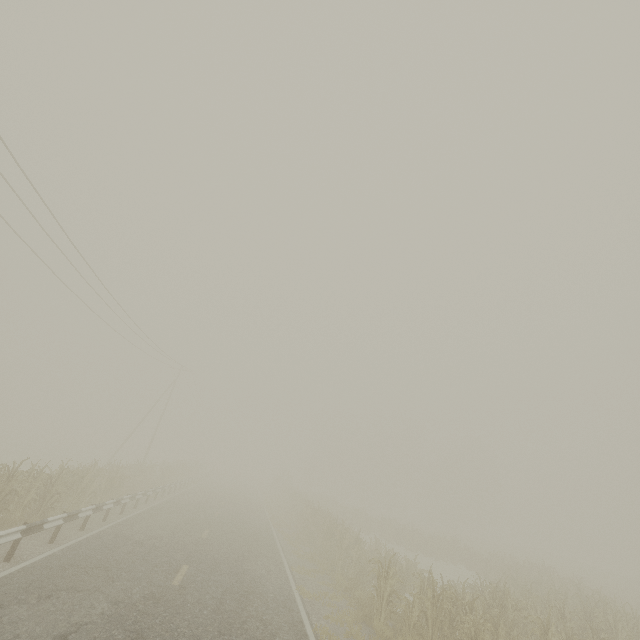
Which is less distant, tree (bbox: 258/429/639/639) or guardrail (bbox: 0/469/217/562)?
guardrail (bbox: 0/469/217/562)

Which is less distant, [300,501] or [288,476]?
[300,501]

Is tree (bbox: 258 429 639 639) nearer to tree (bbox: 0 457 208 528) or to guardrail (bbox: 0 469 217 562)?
guardrail (bbox: 0 469 217 562)

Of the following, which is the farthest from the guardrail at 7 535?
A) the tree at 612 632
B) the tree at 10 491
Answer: the tree at 612 632

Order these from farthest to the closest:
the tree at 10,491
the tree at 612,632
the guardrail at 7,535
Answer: the tree at 10,491 → the tree at 612,632 → the guardrail at 7,535

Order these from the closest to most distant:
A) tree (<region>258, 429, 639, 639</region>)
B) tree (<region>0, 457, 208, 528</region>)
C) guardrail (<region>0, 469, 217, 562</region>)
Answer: guardrail (<region>0, 469, 217, 562</region>) < tree (<region>258, 429, 639, 639</region>) < tree (<region>0, 457, 208, 528</region>)
